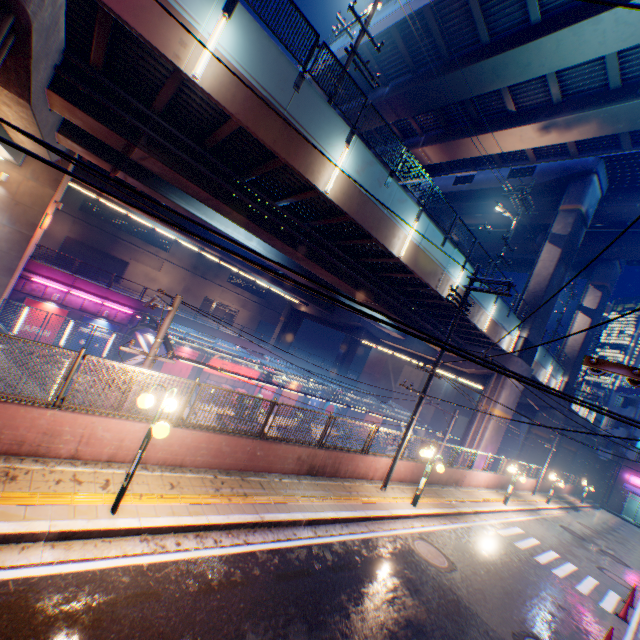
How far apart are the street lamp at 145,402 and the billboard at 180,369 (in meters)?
25.38

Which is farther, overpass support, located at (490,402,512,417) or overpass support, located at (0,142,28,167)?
overpass support, located at (490,402,512,417)

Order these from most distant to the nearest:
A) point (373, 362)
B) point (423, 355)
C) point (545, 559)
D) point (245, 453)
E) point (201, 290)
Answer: point (201, 290) < point (373, 362) < point (423, 355) < point (545, 559) < point (245, 453)

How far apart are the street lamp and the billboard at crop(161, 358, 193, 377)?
25.38m

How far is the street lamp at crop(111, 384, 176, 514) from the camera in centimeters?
564cm

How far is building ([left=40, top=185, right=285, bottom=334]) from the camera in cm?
3966

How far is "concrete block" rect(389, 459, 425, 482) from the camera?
14.2 meters

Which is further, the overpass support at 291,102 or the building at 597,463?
the building at 597,463
